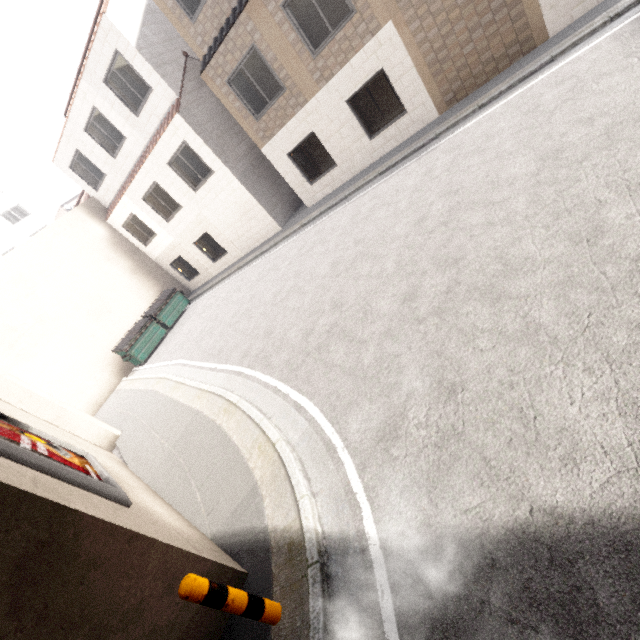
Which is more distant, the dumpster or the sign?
the dumpster

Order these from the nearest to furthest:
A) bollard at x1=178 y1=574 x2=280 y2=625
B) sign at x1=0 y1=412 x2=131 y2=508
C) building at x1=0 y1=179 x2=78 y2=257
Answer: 1. bollard at x1=178 y1=574 x2=280 y2=625
2. sign at x1=0 y1=412 x2=131 y2=508
3. building at x1=0 y1=179 x2=78 y2=257

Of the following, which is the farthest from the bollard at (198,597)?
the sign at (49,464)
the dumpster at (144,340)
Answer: the dumpster at (144,340)

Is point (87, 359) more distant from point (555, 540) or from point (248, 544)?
point (555, 540)

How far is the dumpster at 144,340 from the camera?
15.3 meters

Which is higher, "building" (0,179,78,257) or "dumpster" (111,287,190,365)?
"building" (0,179,78,257)

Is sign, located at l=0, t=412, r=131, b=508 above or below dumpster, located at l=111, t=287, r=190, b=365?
above

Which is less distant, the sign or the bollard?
the bollard
